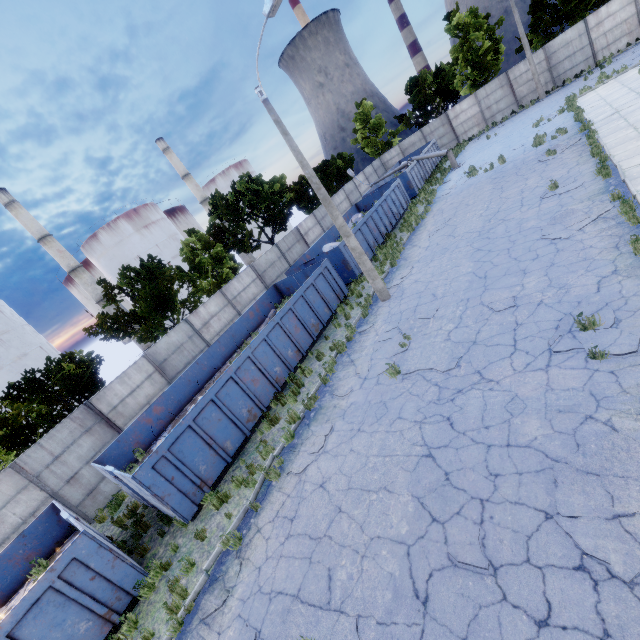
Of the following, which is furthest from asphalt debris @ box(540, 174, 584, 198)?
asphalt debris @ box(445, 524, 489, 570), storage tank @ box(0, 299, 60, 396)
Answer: storage tank @ box(0, 299, 60, 396)

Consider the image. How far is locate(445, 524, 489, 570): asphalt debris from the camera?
4.5 meters

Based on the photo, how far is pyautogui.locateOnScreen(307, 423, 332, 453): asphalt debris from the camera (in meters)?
8.40

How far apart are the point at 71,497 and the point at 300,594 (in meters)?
11.73

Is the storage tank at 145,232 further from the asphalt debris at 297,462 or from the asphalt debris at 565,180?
the asphalt debris at 565,180

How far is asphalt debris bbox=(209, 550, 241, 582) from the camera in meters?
6.8 m

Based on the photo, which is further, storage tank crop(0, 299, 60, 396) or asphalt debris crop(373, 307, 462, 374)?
storage tank crop(0, 299, 60, 396)

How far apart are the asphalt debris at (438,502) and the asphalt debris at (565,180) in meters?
12.0 m
